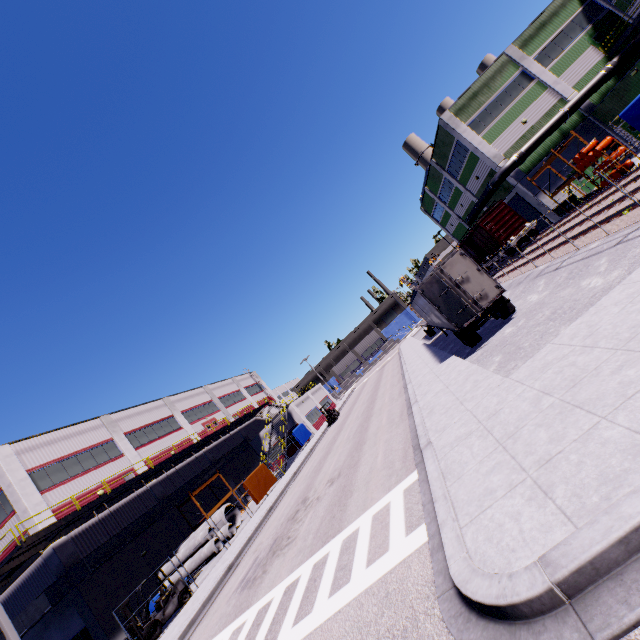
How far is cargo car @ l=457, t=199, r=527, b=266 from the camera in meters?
30.1 m

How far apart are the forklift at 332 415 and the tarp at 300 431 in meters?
3.3

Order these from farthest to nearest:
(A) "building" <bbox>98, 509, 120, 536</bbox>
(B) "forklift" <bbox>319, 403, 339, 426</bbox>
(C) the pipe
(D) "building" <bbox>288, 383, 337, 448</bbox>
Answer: (D) "building" <bbox>288, 383, 337, 448</bbox>
(B) "forklift" <bbox>319, 403, 339, 426</bbox>
(C) the pipe
(A) "building" <bbox>98, 509, 120, 536</bbox>

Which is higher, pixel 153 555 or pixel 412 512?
pixel 153 555

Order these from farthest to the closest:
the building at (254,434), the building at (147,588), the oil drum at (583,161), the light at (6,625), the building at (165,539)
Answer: the building at (254,434) → the building at (147,588) → the oil drum at (583,161) → the building at (165,539) → the light at (6,625)

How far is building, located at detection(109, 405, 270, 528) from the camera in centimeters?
2528cm

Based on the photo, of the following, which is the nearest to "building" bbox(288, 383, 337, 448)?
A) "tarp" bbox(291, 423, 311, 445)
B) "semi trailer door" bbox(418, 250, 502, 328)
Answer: "tarp" bbox(291, 423, 311, 445)

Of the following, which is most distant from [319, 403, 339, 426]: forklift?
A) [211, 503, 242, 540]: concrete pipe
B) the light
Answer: the light
